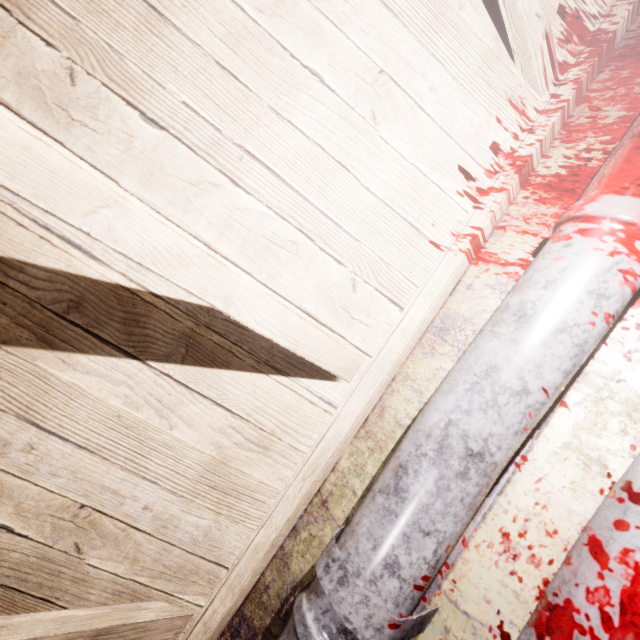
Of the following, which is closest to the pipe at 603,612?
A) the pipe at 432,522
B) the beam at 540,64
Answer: the pipe at 432,522

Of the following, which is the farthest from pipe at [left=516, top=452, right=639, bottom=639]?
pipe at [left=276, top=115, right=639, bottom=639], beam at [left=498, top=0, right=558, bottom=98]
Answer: beam at [left=498, top=0, right=558, bottom=98]

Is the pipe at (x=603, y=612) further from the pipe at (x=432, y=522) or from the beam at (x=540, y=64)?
the beam at (x=540, y=64)

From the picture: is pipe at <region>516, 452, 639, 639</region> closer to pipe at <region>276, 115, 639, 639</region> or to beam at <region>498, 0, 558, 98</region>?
pipe at <region>276, 115, 639, 639</region>

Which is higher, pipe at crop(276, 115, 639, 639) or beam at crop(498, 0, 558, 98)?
beam at crop(498, 0, 558, 98)

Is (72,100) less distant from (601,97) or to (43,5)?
(43,5)

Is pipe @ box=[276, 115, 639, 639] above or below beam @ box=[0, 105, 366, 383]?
below
